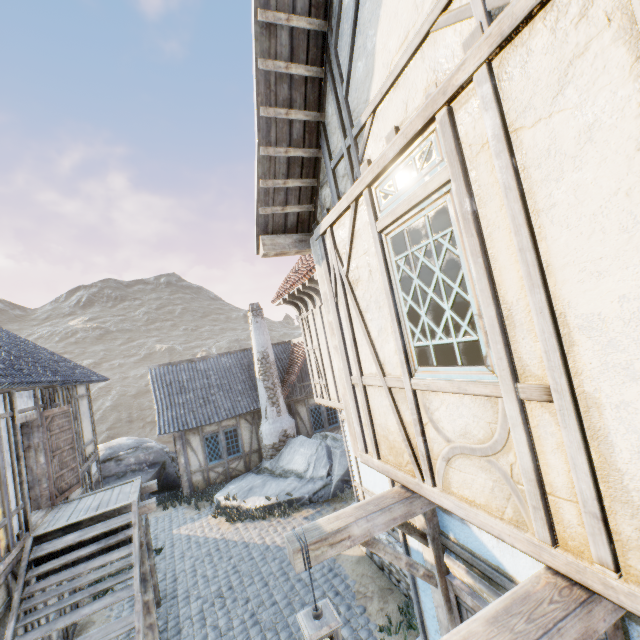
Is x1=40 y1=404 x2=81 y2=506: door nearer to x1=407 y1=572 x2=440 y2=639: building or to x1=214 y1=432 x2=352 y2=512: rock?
x1=214 y1=432 x2=352 y2=512: rock

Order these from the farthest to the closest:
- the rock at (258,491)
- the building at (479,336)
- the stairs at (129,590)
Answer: the rock at (258,491)
the stairs at (129,590)
the building at (479,336)

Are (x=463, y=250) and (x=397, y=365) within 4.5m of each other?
yes

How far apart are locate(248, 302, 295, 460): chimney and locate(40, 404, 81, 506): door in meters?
7.3

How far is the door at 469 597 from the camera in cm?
273

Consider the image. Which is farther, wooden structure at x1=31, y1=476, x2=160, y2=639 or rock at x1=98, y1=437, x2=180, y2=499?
rock at x1=98, y1=437, x2=180, y2=499

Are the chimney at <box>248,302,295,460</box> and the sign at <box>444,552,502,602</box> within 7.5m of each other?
no

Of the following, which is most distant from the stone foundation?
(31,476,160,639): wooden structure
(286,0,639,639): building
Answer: (31,476,160,639): wooden structure
